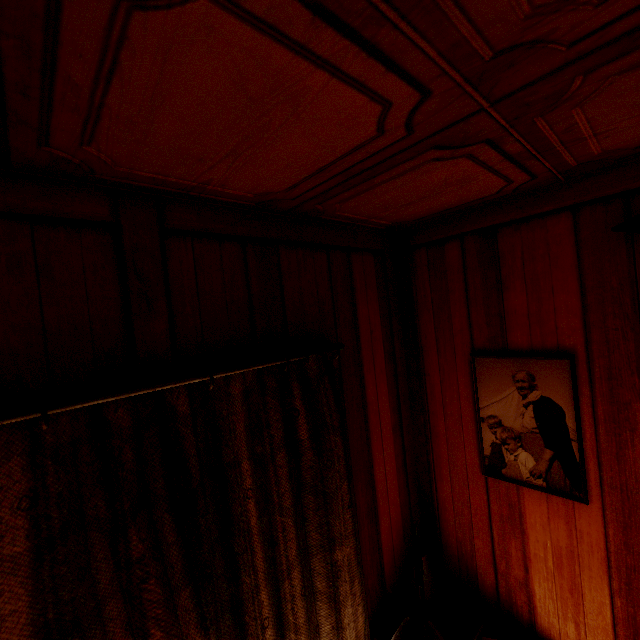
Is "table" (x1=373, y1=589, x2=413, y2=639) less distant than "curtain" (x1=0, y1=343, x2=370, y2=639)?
No

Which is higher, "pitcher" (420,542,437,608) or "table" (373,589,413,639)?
"pitcher" (420,542,437,608)

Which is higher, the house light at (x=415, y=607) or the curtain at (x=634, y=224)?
the curtain at (x=634, y=224)

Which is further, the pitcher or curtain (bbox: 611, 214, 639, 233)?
the pitcher

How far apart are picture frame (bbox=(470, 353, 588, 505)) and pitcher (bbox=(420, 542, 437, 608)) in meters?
0.6 m

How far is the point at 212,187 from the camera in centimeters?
103cm

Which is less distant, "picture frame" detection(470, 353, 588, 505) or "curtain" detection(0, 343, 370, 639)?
"curtain" detection(0, 343, 370, 639)

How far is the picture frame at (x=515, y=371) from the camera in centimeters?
136cm
